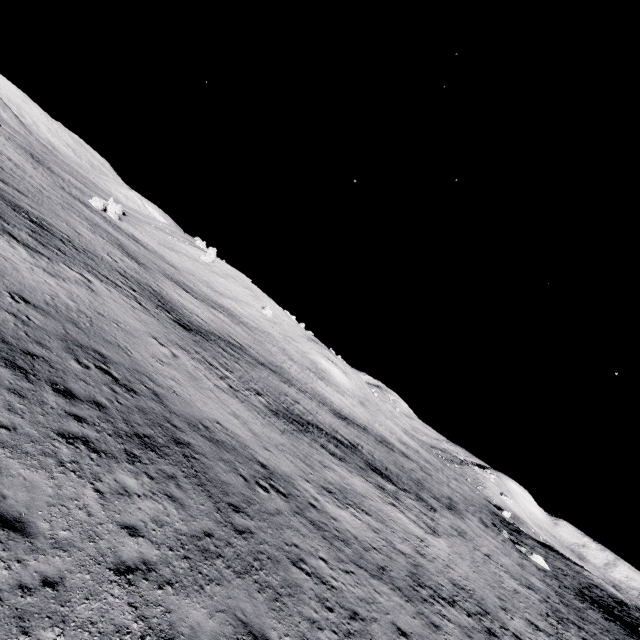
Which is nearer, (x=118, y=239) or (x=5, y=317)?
(x=5, y=317)
